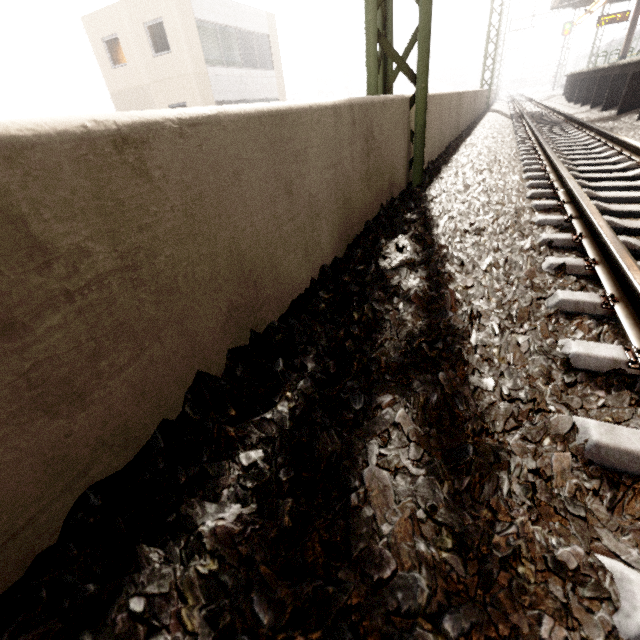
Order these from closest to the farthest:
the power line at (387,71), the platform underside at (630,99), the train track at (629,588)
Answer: the train track at (629,588)
the power line at (387,71)
the platform underside at (630,99)

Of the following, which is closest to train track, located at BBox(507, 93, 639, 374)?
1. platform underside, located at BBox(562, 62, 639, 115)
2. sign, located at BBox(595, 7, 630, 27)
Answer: platform underside, located at BBox(562, 62, 639, 115)

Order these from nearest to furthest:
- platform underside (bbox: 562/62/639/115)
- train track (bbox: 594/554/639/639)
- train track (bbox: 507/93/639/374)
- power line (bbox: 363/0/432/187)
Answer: train track (bbox: 594/554/639/639) < train track (bbox: 507/93/639/374) < power line (bbox: 363/0/432/187) < platform underside (bbox: 562/62/639/115)

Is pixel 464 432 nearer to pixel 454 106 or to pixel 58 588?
pixel 58 588

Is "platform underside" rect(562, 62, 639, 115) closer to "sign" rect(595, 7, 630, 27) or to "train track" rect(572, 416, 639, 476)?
"train track" rect(572, 416, 639, 476)

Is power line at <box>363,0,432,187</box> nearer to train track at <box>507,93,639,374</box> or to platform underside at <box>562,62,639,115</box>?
train track at <box>507,93,639,374</box>

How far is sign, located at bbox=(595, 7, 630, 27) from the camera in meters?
18.6

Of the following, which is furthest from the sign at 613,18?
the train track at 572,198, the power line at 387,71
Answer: the power line at 387,71
